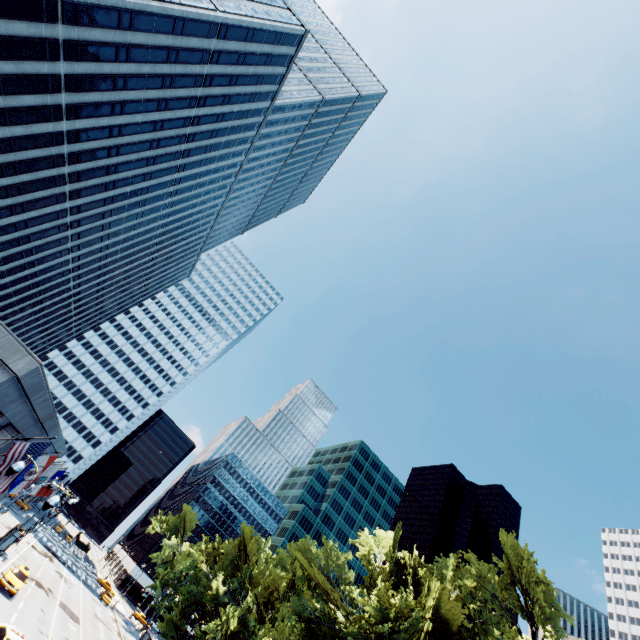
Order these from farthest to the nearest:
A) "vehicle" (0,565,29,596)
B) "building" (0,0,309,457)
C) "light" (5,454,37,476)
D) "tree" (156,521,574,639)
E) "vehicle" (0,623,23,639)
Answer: "vehicle" (0,565,29,596)
"building" (0,0,309,457)
"tree" (156,521,574,639)
"vehicle" (0,623,23,639)
"light" (5,454,37,476)

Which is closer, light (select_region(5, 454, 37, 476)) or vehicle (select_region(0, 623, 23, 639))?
light (select_region(5, 454, 37, 476))

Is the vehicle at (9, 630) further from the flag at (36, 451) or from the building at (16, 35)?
the flag at (36, 451)

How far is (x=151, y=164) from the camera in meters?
46.7 m

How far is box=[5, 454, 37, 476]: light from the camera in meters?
12.0

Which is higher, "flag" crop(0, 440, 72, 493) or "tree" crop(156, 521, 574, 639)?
"tree" crop(156, 521, 574, 639)

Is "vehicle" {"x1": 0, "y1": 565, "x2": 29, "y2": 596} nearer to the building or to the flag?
the building

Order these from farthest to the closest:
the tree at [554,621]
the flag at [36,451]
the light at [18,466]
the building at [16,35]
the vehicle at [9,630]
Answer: the building at [16,35]
the tree at [554,621]
the vehicle at [9,630]
the flag at [36,451]
the light at [18,466]
